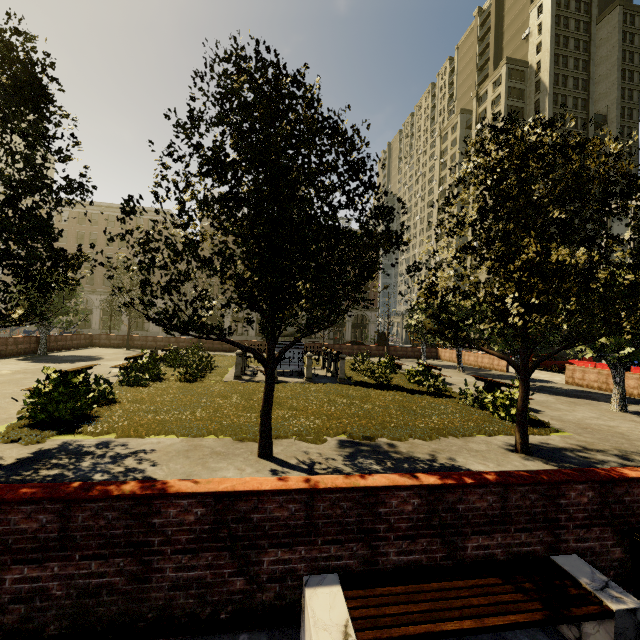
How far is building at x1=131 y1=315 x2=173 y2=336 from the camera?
49.16m

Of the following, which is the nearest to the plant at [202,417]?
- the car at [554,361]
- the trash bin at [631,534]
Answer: the trash bin at [631,534]

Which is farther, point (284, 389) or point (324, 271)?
point (284, 389)

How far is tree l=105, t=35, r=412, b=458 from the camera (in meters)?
5.11

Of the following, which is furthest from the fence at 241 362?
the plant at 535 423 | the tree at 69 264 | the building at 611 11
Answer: the building at 611 11

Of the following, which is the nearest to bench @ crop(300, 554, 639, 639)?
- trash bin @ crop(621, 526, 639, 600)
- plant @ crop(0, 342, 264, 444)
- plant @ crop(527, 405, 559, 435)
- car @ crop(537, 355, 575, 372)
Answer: trash bin @ crop(621, 526, 639, 600)

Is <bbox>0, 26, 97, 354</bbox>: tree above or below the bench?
above

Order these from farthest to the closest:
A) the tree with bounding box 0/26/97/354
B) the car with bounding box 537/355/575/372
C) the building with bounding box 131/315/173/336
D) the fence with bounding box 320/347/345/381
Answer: the building with bounding box 131/315/173/336, the car with bounding box 537/355/575/372, the fence with bounding box 320/347/345/381, the tree with bounding box 0/26/97/354
